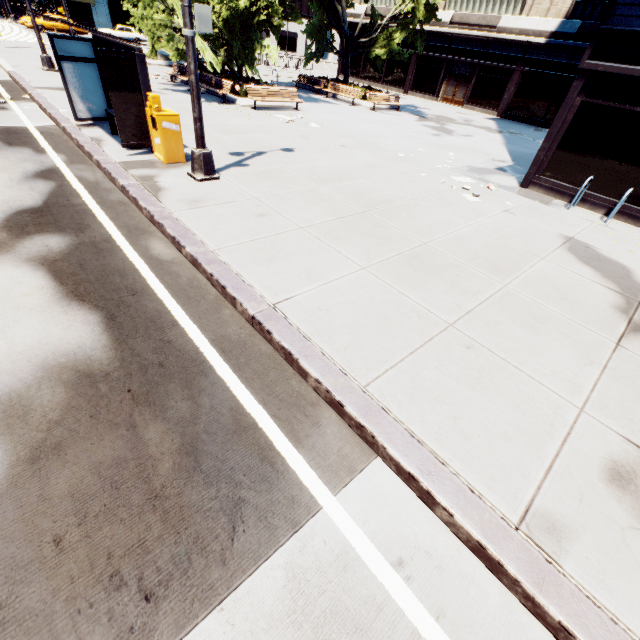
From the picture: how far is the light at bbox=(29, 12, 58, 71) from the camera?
15.0m

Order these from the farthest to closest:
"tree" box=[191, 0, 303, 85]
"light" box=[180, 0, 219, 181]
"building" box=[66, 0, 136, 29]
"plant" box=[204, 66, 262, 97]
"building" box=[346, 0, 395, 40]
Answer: "building" box=[66, 0, 136, 29]
"building" box=[346, 0, 395, 40]
"plant" box=[204, 66, 262, 97]
"tree" box=[191, 0, 303, 85]
"light" box=[180, 0, 219, 181]

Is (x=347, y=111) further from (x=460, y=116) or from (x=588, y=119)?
(x=588, y=119)

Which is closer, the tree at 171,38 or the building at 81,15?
the tree at 171,38

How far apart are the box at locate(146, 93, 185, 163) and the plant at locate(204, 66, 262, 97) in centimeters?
1058cm

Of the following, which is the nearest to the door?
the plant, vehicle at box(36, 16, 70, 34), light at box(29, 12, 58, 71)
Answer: the plant

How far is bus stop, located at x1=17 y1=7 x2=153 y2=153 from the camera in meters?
7.1 m

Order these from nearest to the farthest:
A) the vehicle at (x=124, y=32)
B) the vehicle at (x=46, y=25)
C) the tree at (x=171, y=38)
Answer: the tree at (x=171, y=38) → the vehicle at (x=46, y=25) → the vehicle at (x=124, y=32)
